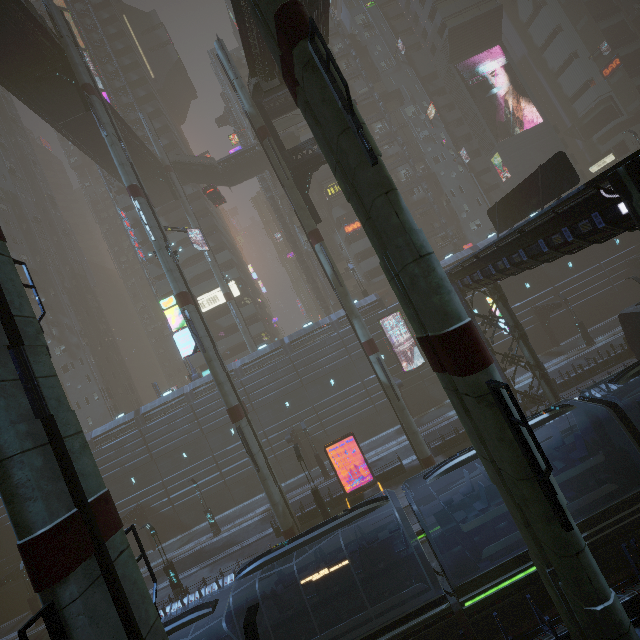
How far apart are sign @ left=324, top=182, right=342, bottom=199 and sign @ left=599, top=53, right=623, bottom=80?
53.0 meters

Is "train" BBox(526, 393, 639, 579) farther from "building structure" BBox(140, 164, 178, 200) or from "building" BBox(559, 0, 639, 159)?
"building structure" BBox(140, 164, 178, 200)

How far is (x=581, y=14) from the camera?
58.0 meters

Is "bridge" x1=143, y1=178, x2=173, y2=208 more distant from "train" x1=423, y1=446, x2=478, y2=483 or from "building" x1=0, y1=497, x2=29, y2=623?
"train" x1=423, y1=446, x2=478, y2=483

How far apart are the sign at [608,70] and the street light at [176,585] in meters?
92.9 m

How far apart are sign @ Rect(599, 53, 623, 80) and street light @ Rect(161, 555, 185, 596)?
92.9m

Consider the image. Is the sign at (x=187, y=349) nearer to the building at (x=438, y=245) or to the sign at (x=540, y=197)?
the building at (x=438, y=245)

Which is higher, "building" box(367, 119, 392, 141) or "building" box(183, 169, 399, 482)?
"building" box(367, 119, 392, 141)
